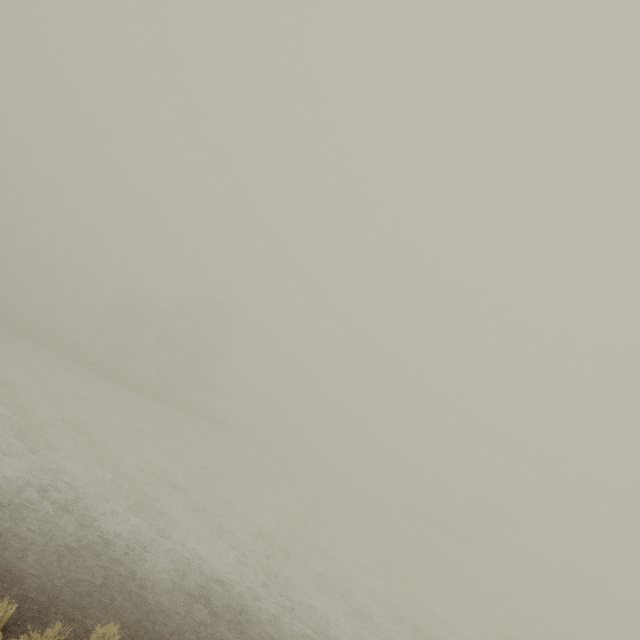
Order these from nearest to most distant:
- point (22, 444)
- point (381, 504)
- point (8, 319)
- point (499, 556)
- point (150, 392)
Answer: point (22, 444) < point (150, 392) < point (8, 319) < point (381, 504) < point (499, 556)
